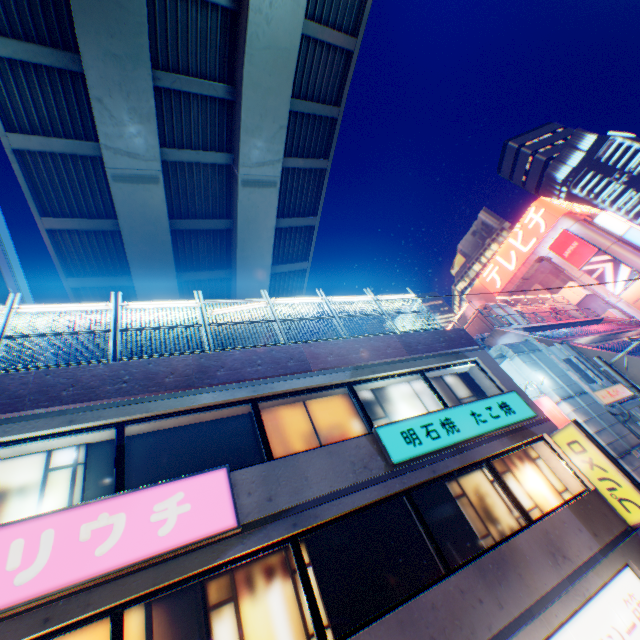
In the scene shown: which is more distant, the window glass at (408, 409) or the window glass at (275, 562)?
the window glass at (408, 409)

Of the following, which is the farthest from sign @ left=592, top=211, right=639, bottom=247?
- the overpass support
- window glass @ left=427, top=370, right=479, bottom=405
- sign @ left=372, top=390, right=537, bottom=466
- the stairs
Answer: window glass @ left=427, top=370, right=479, bottom=405

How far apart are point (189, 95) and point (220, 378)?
13.1m

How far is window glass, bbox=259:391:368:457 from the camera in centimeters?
776cm

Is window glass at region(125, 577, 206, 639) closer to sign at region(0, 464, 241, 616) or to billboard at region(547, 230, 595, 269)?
sign at region(0, 464, 241, 616)

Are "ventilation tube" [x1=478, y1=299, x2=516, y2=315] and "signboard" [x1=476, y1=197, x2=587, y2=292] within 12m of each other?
no

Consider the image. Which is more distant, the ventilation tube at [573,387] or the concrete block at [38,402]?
the ventilation tube at [573,387]

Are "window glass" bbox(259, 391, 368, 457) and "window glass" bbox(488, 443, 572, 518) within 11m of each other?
yes
